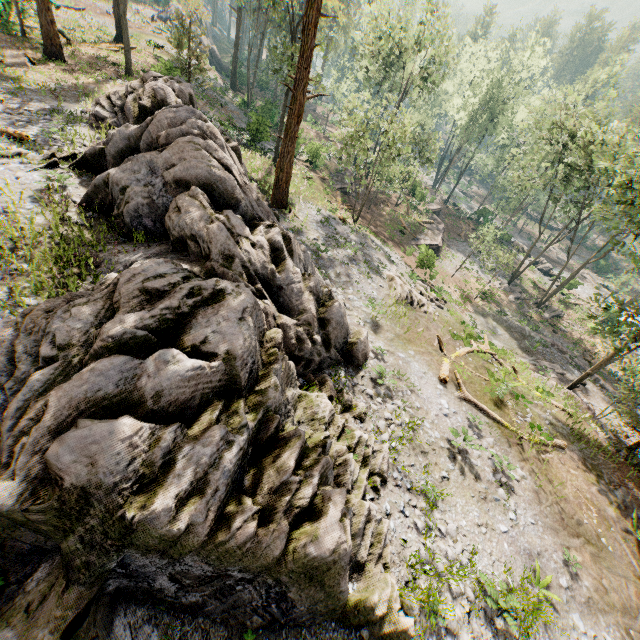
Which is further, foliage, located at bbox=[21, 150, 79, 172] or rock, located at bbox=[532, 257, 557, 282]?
rock, located at bbox=[532, 257, 557, 282]

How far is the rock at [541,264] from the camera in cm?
4688

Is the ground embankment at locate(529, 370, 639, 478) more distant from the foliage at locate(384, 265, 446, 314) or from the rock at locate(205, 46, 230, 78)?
the rock at locate(205, 46, 230, 78)

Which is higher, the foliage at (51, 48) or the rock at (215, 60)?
the foliage at (51, 48)

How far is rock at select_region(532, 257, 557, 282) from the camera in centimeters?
4688cm

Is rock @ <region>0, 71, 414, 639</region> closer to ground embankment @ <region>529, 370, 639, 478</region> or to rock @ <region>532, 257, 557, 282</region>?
ground embankment @ <region>529, 370, 639, 478</region>

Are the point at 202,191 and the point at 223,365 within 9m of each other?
yes

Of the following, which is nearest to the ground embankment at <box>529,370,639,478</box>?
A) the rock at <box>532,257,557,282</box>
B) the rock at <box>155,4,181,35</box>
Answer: the rock at <box>532,257,557,282</box>
